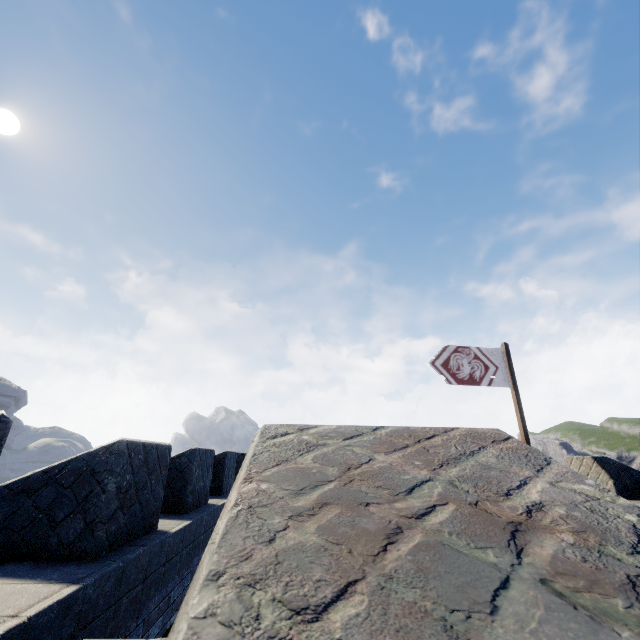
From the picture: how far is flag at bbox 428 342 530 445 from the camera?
10.77m

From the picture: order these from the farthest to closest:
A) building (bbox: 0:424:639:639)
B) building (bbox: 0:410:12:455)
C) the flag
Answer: the flag
building (bbox: 0:410:12:455)
building (bbox: 0:424:639:639)

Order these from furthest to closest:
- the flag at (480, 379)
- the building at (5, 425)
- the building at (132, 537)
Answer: the flag at (480, 379) < the building at (5, 425) < the building at (132, 537)

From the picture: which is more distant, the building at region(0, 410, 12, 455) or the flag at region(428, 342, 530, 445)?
the flag at region(428, 342, 530, 445)

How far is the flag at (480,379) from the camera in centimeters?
1077cm

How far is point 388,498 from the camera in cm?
103

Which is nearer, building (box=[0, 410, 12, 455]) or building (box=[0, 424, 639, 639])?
building (box=[0, 424, 639, 639])
